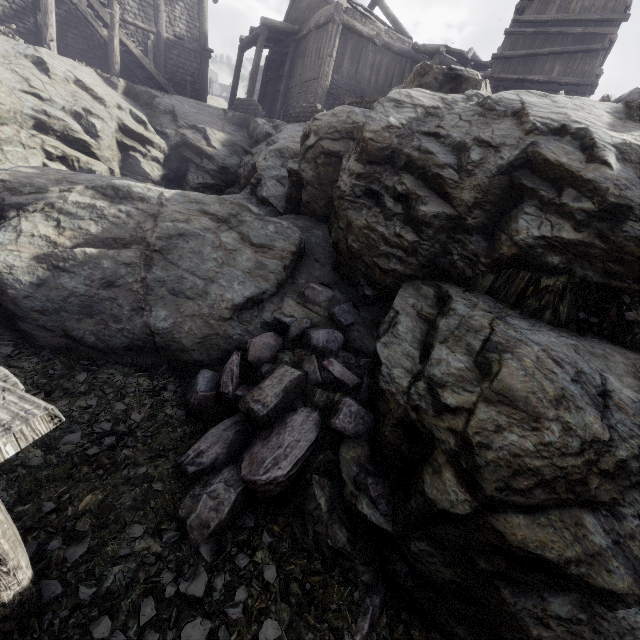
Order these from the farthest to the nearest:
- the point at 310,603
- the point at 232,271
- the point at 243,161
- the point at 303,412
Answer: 1. the point at 243,161
2. the point at 232,271
3. the point at 303,412
4. the point at 310,603

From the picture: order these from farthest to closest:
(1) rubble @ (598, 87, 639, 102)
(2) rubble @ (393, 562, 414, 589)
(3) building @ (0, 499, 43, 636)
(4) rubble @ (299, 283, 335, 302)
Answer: (4) rubble @ (299, 283, 335, 302)
(1) rubble @ (598, 87, 639, 102)
(2) rubble @ (393, 562, 414, 589)
(3) building @ (0, 499, 43, 636)

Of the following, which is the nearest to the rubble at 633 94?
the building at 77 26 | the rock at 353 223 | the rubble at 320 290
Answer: the rock at 353 223

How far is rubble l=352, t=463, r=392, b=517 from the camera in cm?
380

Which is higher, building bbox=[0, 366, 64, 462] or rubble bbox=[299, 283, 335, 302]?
building bbox=[0, 366, 64, 462]

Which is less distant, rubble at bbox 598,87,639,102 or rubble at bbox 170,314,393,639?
rubble at bbox 170,314,393,639

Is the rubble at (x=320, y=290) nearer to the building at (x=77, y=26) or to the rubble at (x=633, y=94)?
the building at (x=77, y=26)

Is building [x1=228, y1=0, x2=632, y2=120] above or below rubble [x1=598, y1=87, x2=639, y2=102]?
above
